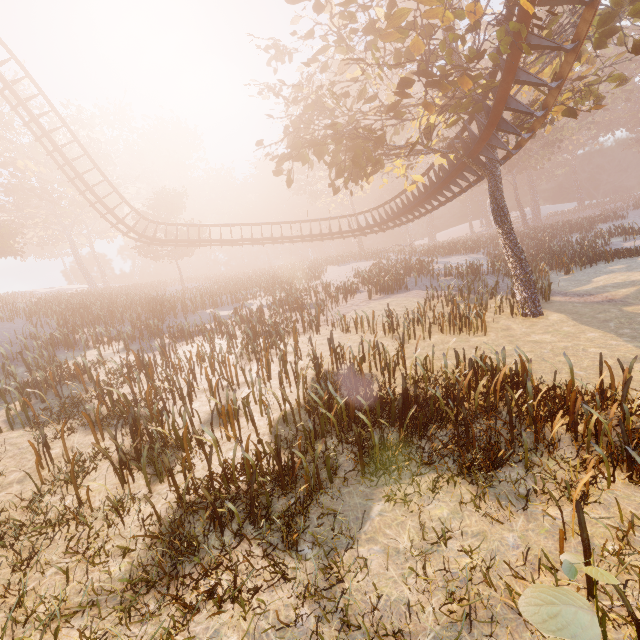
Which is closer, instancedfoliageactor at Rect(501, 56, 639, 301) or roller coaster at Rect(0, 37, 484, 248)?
roller coaster at Rect(0, 37, 484, 248)

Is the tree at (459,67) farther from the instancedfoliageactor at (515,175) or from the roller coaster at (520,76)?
the instancedfoliageactor at (515,175)

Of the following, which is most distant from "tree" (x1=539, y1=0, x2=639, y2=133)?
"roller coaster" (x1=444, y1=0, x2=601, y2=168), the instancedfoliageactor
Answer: the instancedfoliageactor

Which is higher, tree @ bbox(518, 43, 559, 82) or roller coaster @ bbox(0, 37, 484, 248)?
tree @ bbox(518, 43, 559, 82)

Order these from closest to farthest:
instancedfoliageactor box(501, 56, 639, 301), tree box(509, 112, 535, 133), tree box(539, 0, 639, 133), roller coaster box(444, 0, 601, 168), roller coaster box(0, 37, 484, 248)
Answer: roller coaster box(444, 0, 601, 168), tree box(539, 0, 639, 133), tree box(509, 112, 535, 133), roller coaster box(0, 37, 484, 248), instancedfoliageactor box(501, 56, 639, 301)

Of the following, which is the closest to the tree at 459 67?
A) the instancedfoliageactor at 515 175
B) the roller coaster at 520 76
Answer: the roller coaster at 520 76

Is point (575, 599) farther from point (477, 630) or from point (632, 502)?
point (632, 502)
